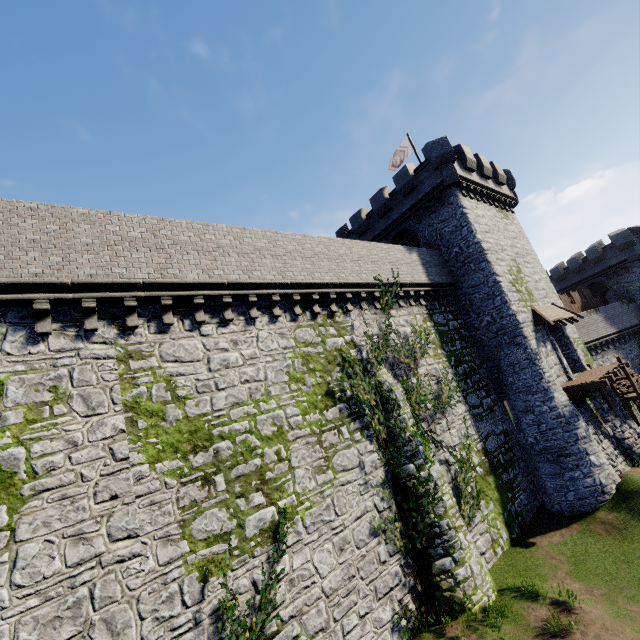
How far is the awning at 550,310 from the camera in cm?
1956

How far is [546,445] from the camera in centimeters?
1719cm

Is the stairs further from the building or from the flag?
the flag

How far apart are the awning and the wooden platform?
3.09m

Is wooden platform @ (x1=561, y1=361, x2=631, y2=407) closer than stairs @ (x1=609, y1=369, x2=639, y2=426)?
Yes

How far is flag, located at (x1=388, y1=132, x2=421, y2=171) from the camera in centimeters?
2517cm

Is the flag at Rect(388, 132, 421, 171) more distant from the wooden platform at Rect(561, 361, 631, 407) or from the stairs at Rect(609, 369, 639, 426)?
the stairs at Rect(609, 369, 639, 426)

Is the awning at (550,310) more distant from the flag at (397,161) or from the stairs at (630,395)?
the flag at (397,161)
